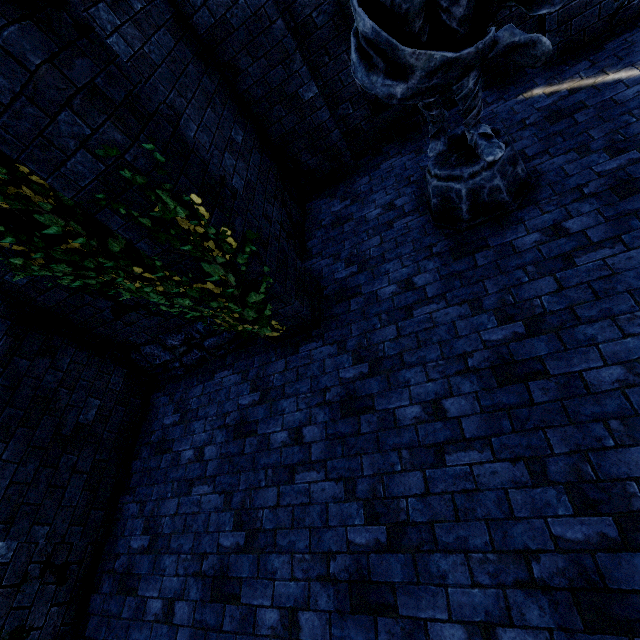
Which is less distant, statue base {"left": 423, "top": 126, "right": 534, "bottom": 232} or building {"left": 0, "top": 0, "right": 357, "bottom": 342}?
building {"left": 0, "top": 0, "right": 357, "bottom": 342}

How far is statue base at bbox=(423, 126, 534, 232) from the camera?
3.30m

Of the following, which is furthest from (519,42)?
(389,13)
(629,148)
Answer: (629,148)

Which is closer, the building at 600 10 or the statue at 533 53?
the statue at 533 53

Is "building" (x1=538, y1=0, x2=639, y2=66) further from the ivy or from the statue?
the statue

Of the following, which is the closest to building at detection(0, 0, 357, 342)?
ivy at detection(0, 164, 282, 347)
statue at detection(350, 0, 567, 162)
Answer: ivy at detection(0, 164, 282, 347)

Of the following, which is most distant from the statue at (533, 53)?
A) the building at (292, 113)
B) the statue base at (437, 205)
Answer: the building at (292, 113)
